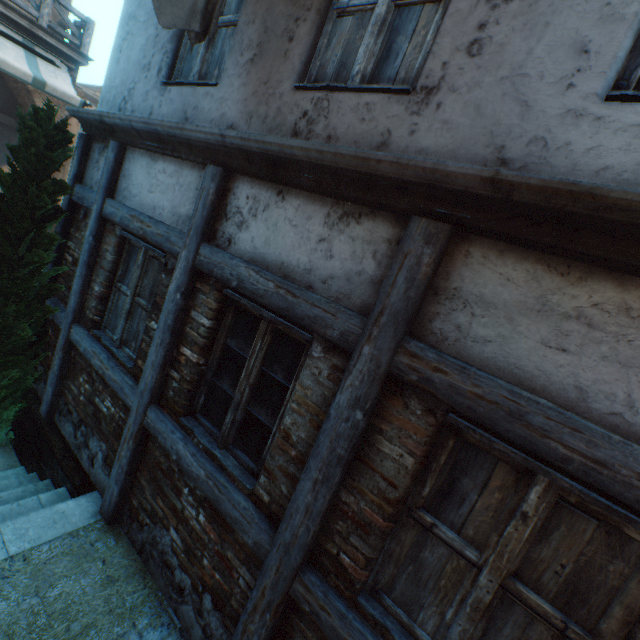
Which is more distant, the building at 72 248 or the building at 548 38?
the building at 72 248

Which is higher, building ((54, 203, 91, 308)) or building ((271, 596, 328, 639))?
building ((54, 203, 91, 308))

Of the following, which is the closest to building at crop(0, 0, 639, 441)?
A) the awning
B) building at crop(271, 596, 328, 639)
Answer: the awning

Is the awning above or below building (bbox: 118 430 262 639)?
above

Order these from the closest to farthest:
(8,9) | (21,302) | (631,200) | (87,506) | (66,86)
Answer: (631,200)
(87,506)
(21,302)
(8,9)
(66,86)

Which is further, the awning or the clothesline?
the awning

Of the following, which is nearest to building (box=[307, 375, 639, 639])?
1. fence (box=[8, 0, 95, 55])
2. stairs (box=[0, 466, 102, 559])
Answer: stairs (box=[0, 466, 102, 559])

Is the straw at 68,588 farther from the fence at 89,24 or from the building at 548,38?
the fence at 89,24
